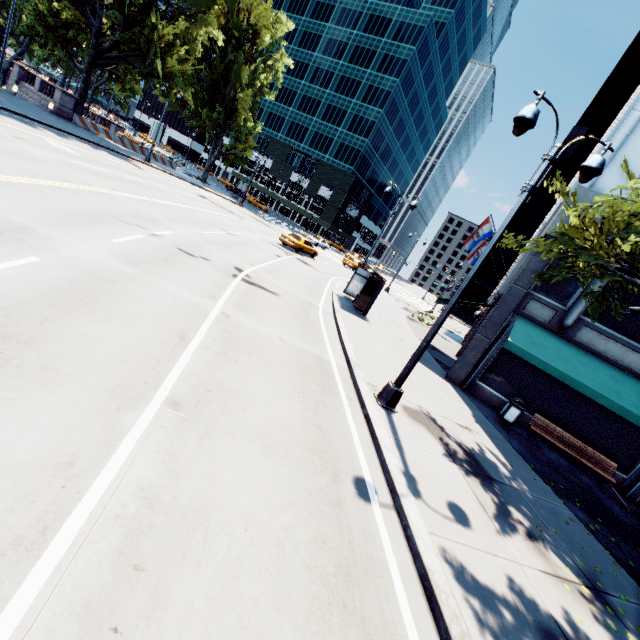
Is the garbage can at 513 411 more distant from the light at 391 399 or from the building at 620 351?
the light at 391 399

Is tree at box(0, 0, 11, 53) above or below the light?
above

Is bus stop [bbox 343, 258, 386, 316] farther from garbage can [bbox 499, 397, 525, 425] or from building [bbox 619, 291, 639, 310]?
garbage can [bbox 499, 397, 525, 425]

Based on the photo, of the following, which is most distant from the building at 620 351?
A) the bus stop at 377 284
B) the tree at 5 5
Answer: the bus stop at 377 284

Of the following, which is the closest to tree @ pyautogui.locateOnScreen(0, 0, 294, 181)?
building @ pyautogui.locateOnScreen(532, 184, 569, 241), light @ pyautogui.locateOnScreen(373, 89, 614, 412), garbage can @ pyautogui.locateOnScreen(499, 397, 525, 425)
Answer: building @ pyautogui.locateOnScreen(532, 184, 569, 241)

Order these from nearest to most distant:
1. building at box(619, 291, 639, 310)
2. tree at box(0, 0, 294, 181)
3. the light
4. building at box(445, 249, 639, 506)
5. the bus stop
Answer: the light, building at box(445, 249, 639, 506), building at box(619, 291, 639, 310), the bus stop, tree at box(0, 0, 294, 181)

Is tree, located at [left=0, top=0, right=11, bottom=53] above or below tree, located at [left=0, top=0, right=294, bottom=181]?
above

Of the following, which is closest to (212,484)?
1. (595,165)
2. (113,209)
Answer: (595,165)
